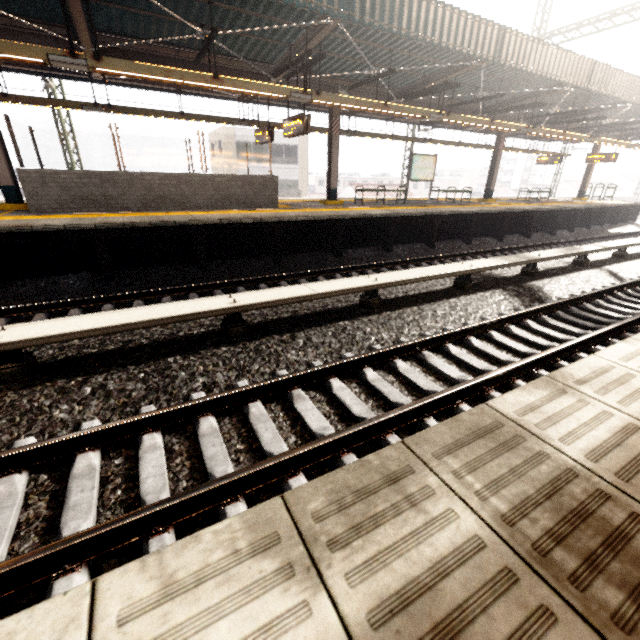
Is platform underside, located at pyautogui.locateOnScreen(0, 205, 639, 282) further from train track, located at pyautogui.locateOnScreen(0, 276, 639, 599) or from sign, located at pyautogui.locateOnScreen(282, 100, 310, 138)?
train track, located at pyautogui.locateOnScreen(0, 276, 639, 599)

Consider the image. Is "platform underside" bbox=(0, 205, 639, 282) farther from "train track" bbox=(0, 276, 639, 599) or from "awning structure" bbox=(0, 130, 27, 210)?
"train track" bbox=(0, 276, 639, 599)

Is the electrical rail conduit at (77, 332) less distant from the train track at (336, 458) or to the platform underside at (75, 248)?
A: the train track at (336, 458)

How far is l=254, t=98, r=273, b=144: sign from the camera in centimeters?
1156cm

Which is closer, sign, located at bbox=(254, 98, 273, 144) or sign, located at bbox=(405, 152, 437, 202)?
sign, located at bbox=(254, 98, 273, 144)

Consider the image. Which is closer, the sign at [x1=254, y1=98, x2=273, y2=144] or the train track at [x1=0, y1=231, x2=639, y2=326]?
the train track at [x1=0, y1=231, x2=639, y2=326]

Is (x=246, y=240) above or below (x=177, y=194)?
below

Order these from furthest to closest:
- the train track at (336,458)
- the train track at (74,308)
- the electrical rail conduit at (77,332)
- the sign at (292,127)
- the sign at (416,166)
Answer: the sign at (416,166) < the sign at (292,127) < the train track at (74,308) < the electrical rail conduit at (77,332) < the train track at (336,458)
